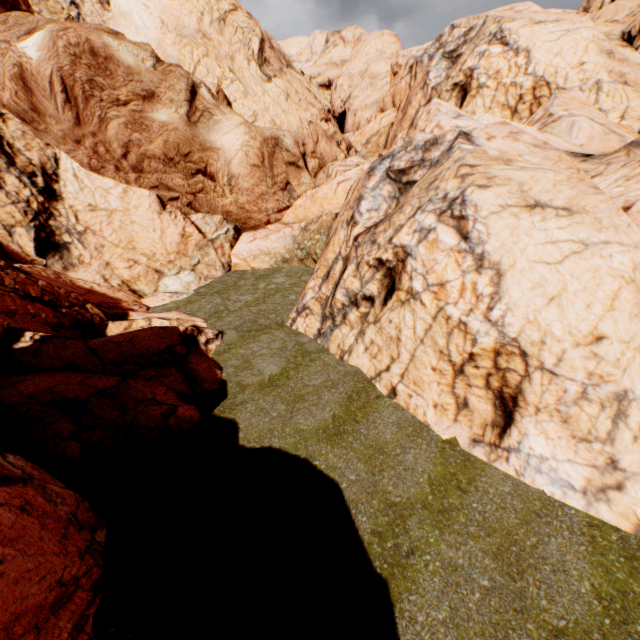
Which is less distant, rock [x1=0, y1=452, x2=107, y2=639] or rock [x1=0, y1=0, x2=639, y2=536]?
rock [x1=0, y1=452, x2=107, y2=639]

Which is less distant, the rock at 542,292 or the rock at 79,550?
the rock at 79,550

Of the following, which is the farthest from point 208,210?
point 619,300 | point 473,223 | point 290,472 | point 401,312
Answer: point 619,300
